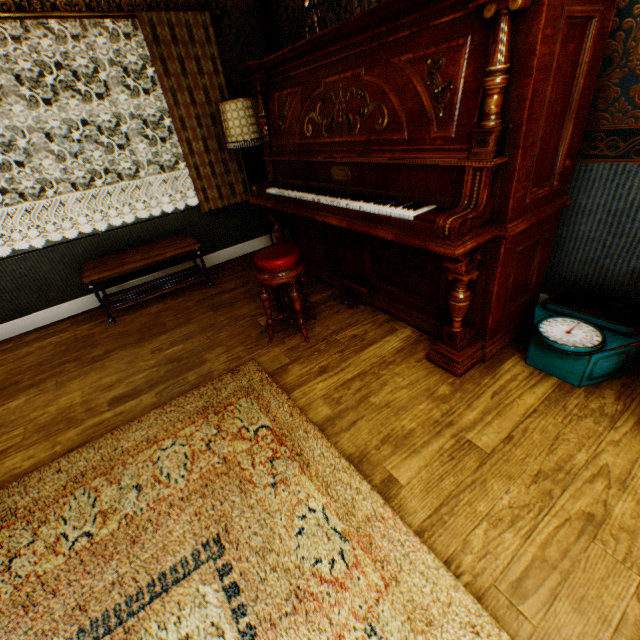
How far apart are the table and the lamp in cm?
109

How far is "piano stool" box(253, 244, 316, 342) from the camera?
2.35m

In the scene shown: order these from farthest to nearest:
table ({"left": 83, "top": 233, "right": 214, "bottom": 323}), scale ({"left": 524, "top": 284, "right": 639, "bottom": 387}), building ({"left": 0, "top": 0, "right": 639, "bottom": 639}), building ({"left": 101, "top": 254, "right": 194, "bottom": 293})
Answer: building ({"left": 101, "top": 254, "right": 194, "bottom": 293}), table ({"left": 83, "top": 233, "right": 214, "bottom": 323}), scale ({"left": 524, "top": 284, "right": 639, "bottom": 387}), building ({"left": 0, "top": 0, "right": 639, "bottom": 639})

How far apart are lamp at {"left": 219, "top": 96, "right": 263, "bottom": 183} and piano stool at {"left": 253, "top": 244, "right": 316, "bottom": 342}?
1.61m

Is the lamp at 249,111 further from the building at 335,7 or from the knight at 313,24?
the knight at 313,24

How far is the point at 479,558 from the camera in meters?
1.3 m

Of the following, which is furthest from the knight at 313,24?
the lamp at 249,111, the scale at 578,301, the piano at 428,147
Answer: the scale at 578,301

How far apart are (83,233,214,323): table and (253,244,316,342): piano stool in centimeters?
128cm
